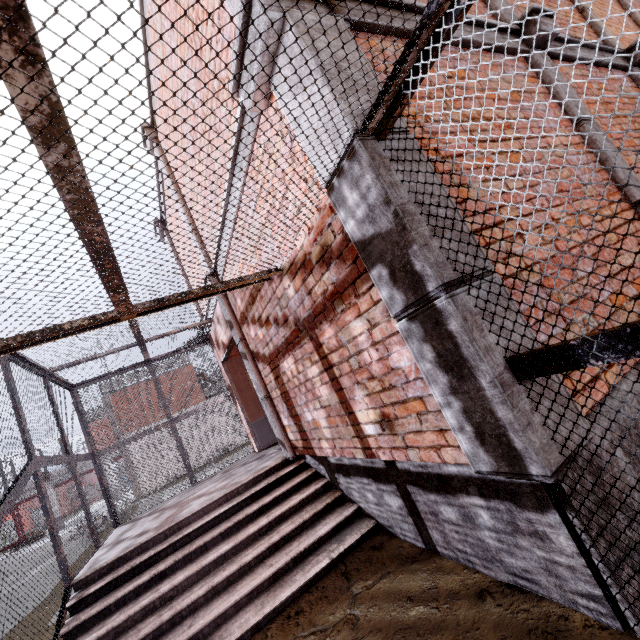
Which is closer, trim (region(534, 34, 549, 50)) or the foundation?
the foundation

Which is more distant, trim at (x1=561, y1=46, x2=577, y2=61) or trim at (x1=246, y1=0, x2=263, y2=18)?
trim at (x1=561, y1=46, x2=577, y2=61)

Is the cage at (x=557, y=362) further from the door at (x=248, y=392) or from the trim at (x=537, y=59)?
the door at (x=248, y=392)

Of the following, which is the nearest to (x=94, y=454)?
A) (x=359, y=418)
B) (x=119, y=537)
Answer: (x=119, y=537)

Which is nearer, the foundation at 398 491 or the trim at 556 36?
the foundation at 398 491

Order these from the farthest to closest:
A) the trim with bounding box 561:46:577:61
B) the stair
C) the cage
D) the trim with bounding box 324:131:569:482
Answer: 1. the trim with bounding box 561:46:577:61
2. the stair
3. the trim with bounding box 324:131:569:482
4. the cage

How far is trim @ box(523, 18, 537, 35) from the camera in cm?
324

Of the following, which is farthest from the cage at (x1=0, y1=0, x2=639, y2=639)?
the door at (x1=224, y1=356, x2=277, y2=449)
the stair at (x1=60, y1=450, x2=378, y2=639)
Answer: the door at (x1=224, y1=356, x2=277, y2=449)
